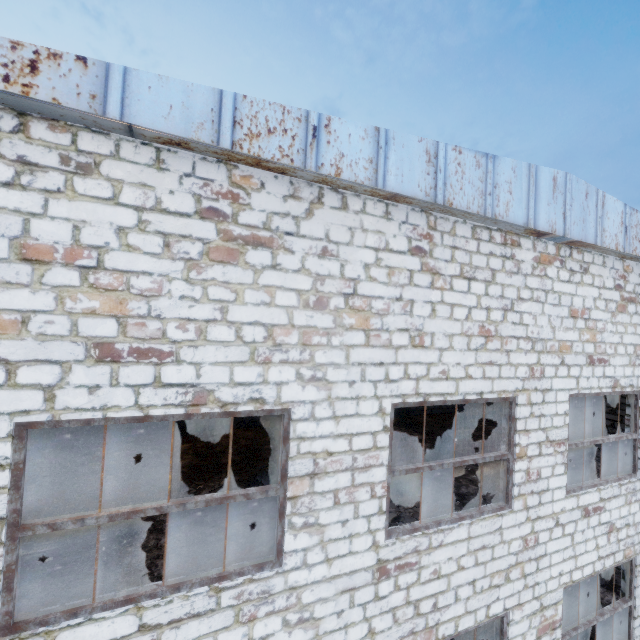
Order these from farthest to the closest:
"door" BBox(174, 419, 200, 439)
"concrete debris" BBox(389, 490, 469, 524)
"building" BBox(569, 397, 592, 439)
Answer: "building" BBox(569, 397, 592, 439)
"door" BBox(174, 419, 200, 439)
"concrete debris" BBox(389, 490, 469, 524)

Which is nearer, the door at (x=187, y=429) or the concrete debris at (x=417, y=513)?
the concrete debris at (x=417, y=513)

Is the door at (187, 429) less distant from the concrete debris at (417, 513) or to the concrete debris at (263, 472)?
the concrete debris at (263, 472)

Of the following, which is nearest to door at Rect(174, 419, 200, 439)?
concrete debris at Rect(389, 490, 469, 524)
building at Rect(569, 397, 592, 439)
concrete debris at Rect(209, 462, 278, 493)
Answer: concrete debris at Rect(209, 462, 278, 493)

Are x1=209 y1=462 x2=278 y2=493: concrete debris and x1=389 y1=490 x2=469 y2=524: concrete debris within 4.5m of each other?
yes

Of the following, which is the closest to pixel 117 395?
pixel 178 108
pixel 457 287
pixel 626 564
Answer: pixel 178 108

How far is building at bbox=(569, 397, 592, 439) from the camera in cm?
1473

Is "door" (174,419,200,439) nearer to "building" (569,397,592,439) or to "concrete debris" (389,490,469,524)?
"concrete debris" (389,490,469,524)
